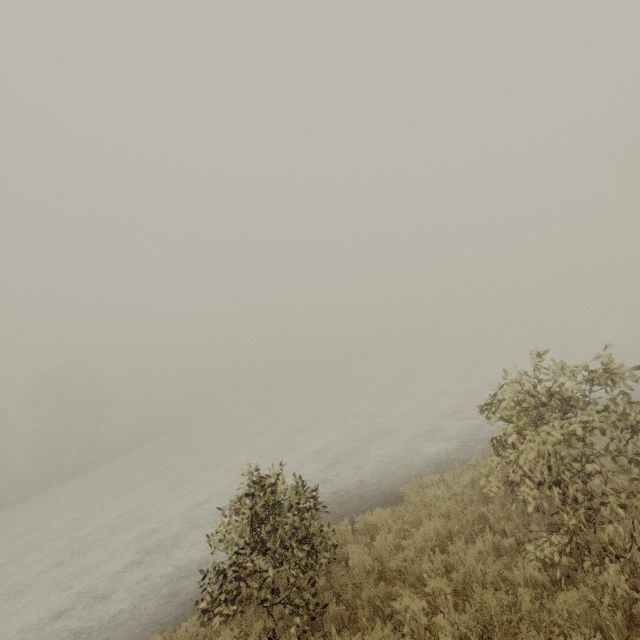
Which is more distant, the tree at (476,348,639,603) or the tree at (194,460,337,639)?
the tree at (194,460,337,639)

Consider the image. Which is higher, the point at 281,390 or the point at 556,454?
the point at 556,454

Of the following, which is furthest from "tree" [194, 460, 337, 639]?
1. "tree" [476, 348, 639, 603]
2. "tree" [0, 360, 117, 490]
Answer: "tree" [0, 360, 117, 490]

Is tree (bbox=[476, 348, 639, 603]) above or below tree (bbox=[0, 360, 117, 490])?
below

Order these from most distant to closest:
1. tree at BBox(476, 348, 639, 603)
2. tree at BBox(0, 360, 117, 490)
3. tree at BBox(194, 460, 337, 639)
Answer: tree at BBox(0, 360, 117, 490) < tree at BBox(194, 460, 337, 639) < tree at BBox(476, 348, 639, 603)

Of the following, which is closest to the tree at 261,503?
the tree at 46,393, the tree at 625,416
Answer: the tree at 625,416

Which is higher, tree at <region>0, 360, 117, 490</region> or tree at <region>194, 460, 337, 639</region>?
tree at <region>0, 360, 117, 490</region>

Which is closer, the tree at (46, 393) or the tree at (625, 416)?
the tree at (625, 416)
